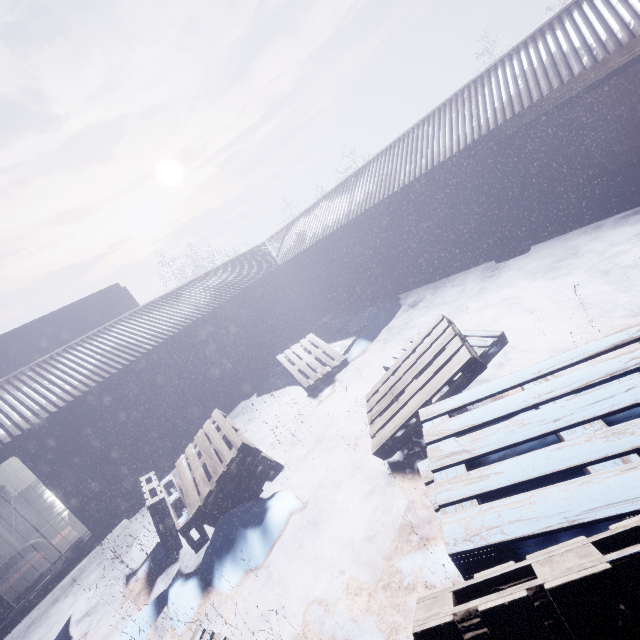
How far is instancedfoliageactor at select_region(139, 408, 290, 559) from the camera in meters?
3.9

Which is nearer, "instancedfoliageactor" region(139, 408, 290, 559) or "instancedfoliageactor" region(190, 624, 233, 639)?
"instancedfoliageactor" region(190, 624, 233, 639)

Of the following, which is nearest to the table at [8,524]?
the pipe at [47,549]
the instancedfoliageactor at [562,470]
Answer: the pipe at [47,549]

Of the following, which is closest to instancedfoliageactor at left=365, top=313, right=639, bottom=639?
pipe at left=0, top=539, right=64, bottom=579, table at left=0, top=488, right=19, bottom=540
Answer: pipe at left=0, top=539, right=64, bottom=579

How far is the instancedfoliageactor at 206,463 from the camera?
3.9m

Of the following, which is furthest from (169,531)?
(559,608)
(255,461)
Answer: (559,608)
